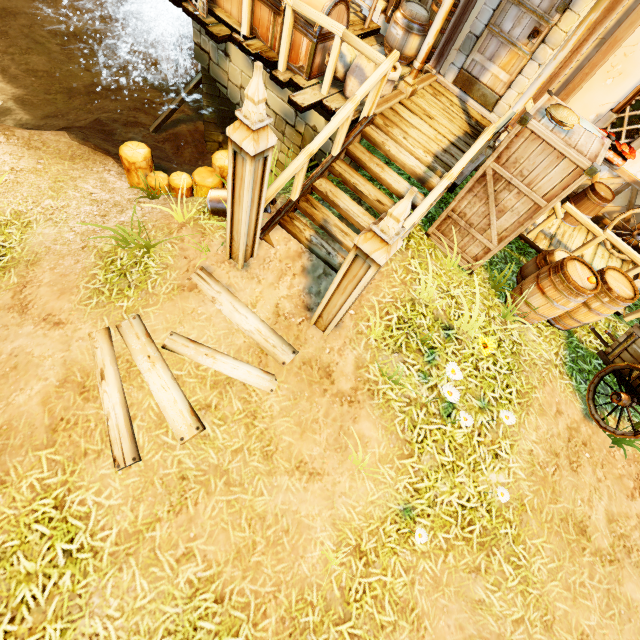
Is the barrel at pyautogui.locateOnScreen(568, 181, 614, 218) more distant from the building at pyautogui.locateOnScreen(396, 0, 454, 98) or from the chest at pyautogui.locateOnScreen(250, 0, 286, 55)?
the chest at pyautogui.locateOnScreen(250, 0, 286, 55)

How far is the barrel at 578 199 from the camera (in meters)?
6.11

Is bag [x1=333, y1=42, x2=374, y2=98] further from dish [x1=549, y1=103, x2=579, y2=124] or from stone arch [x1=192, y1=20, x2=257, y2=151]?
dish [x1=549, y1=103, x2=579, y2=124]

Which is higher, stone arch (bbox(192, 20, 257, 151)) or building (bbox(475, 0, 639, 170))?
building (bbox(475, 0, 639, 170))

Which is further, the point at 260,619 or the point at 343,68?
the point at 343,68

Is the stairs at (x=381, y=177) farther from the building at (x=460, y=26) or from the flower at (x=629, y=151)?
the flower at (x=629, y=151)

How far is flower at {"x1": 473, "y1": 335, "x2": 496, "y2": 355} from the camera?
3.87m

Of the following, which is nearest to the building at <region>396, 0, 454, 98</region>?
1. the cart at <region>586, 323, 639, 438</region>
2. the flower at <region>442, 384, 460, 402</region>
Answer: → the cart at <region>586, 323, 639, 438</region>
